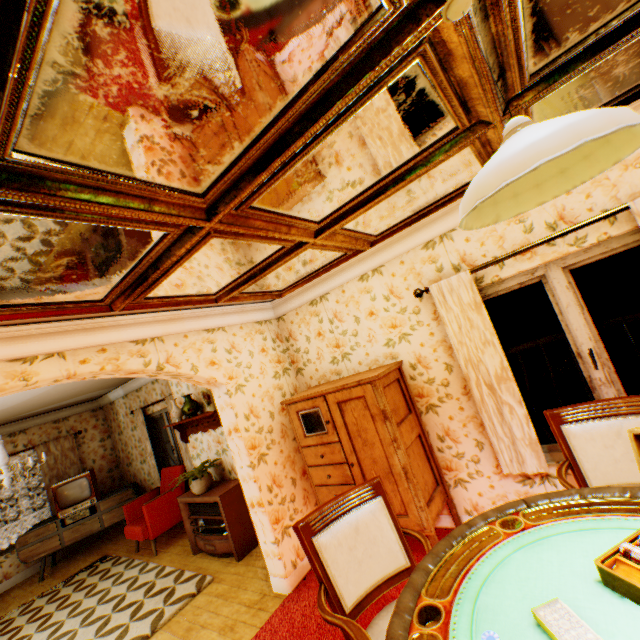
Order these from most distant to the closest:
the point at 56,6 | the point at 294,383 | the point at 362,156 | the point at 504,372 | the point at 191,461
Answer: the point at 191,461 → the point at 294,383 → the point at 504,372 → the point at 362,156 → the point at 56,6

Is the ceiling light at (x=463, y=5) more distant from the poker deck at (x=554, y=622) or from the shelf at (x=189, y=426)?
the shelf at (x=189, y=426)

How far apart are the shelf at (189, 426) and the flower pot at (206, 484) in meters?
0.6 m

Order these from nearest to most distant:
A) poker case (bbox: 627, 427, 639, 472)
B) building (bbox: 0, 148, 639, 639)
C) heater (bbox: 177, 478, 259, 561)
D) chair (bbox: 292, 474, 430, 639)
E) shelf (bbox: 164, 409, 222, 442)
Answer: poker case (bbox: 627, 427, 639, 472), chair (bbox: 292, 474, 430, 639), building (bbox: 0, 148, 639, 639), heater (bbox: 177, 478, 259, 561), shelf (bbox: 164, 409, 222, 442)

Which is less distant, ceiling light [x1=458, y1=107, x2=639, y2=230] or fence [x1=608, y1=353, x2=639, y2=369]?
ceiling light [x1=458, y1=107, x2=639, y2=230]

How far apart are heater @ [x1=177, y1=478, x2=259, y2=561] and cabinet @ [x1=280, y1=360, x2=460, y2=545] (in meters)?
1.61

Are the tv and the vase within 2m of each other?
A: no

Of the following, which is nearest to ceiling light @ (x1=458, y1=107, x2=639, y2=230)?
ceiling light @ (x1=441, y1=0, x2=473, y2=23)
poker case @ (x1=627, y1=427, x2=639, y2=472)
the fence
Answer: ceiling light @ (x1=441, y1=0, x2=473, y2=23)
